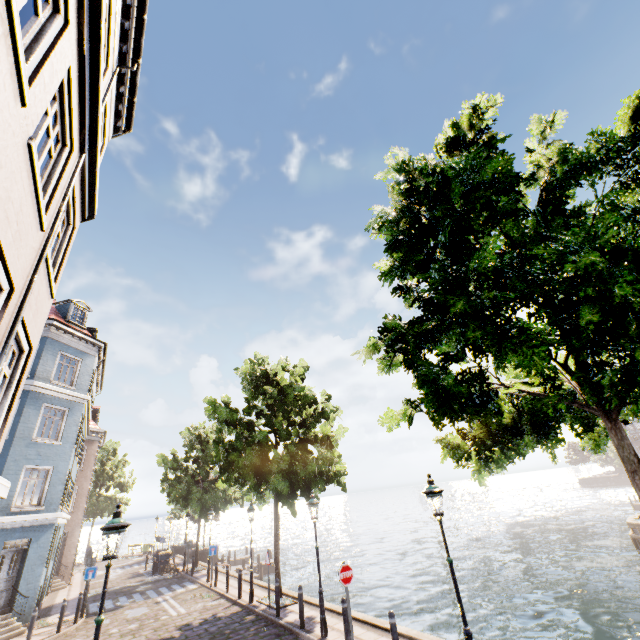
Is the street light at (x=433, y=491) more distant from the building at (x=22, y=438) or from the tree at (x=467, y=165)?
the building at (x=22, y=438)

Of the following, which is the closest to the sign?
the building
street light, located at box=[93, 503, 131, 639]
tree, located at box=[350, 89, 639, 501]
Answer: tree, located at box=[350, 89, 639, 501]

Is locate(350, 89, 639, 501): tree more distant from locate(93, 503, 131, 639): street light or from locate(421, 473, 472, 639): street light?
locate(93, 503, 131, 639): street light

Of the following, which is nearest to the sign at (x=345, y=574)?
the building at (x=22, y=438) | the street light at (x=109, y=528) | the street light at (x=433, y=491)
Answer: the street light at (x=433, y=491)

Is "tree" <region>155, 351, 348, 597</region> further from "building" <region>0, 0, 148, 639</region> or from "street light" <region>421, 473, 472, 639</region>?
"building" <region>0, 0, 148, 639</region>

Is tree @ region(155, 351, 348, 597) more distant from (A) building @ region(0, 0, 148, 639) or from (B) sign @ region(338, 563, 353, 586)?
(A) building @ region(0, 0, 148, 639)

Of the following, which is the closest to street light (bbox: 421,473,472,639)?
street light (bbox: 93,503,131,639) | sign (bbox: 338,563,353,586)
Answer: sign (bbox: 338,563,353,586)

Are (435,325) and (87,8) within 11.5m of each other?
yes
